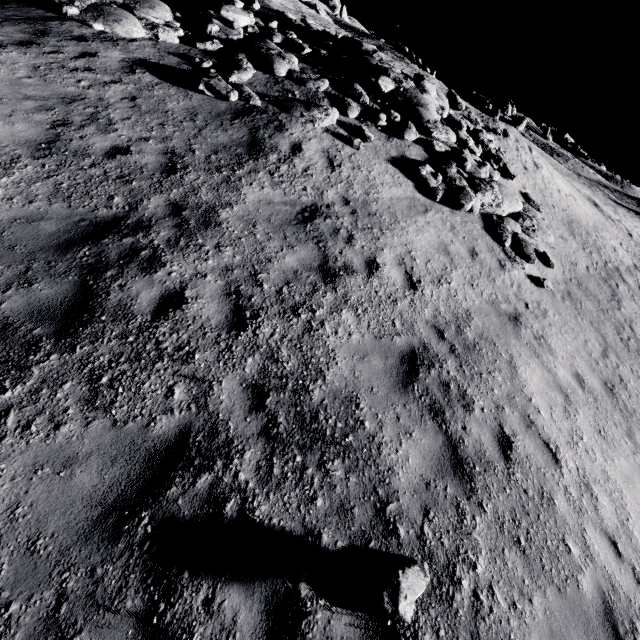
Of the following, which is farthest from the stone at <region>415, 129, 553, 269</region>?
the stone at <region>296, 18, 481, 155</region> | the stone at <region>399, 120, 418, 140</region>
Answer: the stone at <region>399, 120, 418, 140</region>

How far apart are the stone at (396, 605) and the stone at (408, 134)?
11.89m

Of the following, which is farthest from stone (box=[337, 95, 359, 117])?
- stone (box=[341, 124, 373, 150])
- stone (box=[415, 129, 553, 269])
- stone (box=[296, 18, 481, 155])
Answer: stone (box=[415, 129, 553, 269])

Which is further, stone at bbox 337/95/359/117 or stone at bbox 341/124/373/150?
stone at bbox 337/95/359/117

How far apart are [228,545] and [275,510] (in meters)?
0.57

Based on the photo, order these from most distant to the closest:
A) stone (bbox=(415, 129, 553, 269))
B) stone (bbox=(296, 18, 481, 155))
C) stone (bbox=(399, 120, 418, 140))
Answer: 1. stone (bbox=(296, 18, 481, 155))
2. stone (bbox=(399, 120, 418, 140))
3. stone (bbox=(415, 129, 553, 269))

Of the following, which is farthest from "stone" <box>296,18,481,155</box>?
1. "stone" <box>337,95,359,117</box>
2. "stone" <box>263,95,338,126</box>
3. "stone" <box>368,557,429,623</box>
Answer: "stone" <box>368,557,429,623</box>

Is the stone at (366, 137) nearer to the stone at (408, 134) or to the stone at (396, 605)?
the stone at (408, 134)
